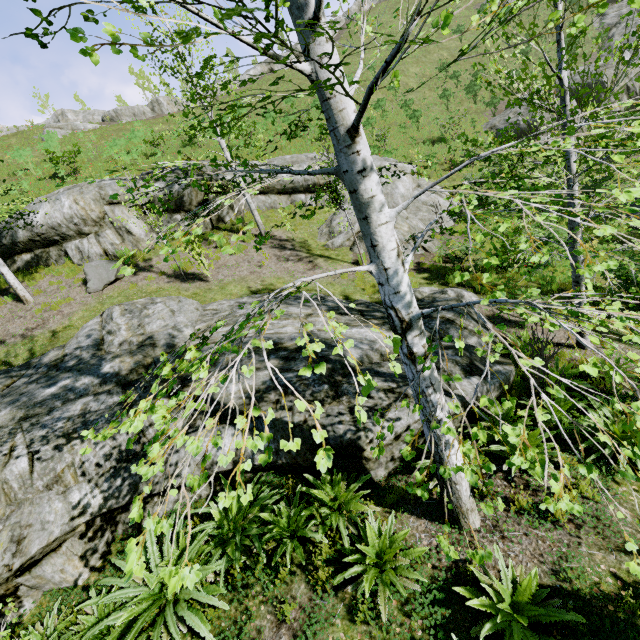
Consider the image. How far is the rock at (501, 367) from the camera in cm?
613

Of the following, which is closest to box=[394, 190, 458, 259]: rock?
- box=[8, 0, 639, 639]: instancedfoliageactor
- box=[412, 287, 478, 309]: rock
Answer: box=[8, 0, 639, 639]: instancedfoliageactor

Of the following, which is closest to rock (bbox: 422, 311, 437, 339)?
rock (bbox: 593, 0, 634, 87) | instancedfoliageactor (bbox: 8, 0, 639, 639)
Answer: instancedfoliageactor (bbox: 8, 0, 639, 639)

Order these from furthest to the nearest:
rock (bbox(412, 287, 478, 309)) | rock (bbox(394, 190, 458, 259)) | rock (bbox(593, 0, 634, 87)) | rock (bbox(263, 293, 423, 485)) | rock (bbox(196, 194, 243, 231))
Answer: rock (bbox(593, 0, 634, 87))
rock (bbox(196, 194, 243, 231))
rock (bbox(394, 190, 458, 259))
rock (bbox(412, 287, 478, 309))
rock (bbox(263, 293, 423, 485))

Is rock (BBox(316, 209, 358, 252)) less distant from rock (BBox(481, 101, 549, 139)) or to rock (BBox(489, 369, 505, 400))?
rock (BBox(489, 369, 505, 400))

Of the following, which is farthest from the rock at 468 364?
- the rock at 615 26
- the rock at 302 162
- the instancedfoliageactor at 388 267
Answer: the rock at 615 26

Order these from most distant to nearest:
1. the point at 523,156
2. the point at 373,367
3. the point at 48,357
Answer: the point at 48,357 → the point at 373,367 → the point at 523,156
